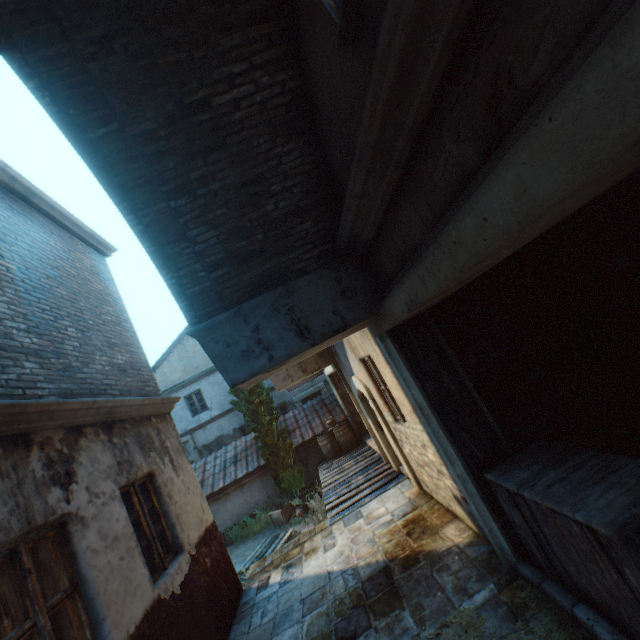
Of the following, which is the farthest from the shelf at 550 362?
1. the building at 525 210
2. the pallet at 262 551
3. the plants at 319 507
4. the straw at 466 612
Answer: the pallet at 262 551

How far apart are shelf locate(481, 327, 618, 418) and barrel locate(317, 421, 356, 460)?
9.2m

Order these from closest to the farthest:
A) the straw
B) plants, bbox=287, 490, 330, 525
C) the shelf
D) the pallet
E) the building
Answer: the building, the straw, the shelf, plants, bbox=287, 490, 330, 525, the pallet

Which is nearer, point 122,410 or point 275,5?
point 275,5

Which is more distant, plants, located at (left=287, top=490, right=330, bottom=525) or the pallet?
the pallet

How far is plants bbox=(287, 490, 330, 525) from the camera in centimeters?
898cm

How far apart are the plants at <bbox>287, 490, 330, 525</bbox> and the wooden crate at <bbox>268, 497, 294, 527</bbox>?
0.83m

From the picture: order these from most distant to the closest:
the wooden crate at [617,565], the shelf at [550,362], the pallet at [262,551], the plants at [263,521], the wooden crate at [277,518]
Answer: the plants at [263,521] → the wooden crate at [277,518] → the pallet at [262,551] → the shelf at [550,362] → the wooden crate at [617,565]
